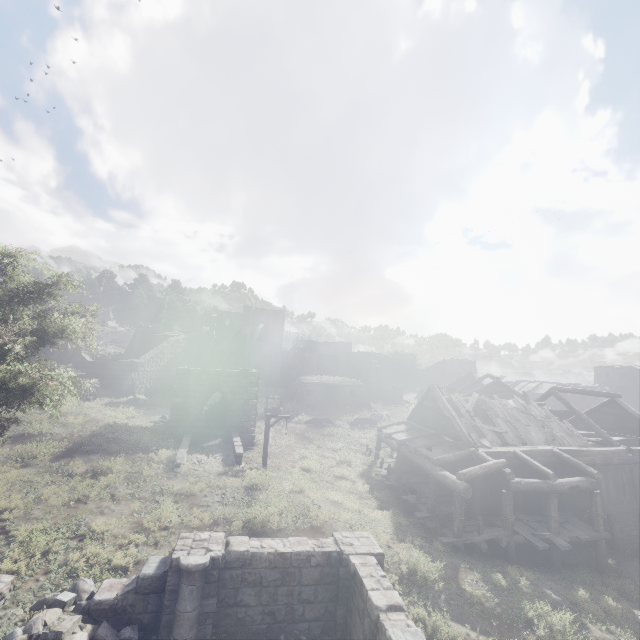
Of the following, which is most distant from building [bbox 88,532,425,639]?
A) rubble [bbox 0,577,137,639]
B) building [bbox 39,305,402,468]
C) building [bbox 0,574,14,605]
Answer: building [bbox 39,305,402,468]

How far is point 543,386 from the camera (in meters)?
47.78

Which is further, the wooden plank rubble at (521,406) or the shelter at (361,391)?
the shelter at (361,391)

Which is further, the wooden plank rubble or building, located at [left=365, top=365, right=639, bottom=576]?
the wooden plank rubble

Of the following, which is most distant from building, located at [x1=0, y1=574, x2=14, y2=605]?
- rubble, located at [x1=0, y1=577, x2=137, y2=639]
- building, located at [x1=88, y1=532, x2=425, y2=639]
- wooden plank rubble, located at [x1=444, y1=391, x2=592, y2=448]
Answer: wooden plank rubble, located at [x1=444, y1=391, x2=592, y2=448]

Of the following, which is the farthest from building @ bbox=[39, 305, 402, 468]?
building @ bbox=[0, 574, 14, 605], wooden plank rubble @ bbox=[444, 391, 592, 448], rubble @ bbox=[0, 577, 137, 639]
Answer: building @ bbox=[0, 574, 14, 605]

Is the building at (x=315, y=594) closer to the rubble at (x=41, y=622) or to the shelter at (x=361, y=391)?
the rubble at (x=41, y=622)

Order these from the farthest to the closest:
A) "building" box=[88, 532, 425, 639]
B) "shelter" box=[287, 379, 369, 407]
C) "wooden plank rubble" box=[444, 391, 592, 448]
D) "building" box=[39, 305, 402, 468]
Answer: "shelter" box=[287, 379, 369, 407] < "building" box=[39, 305, 402, 468] < "wooden plank rubble" box=[444, 391, 592, 448] < "building" box=[88, 532, 425, 639]
